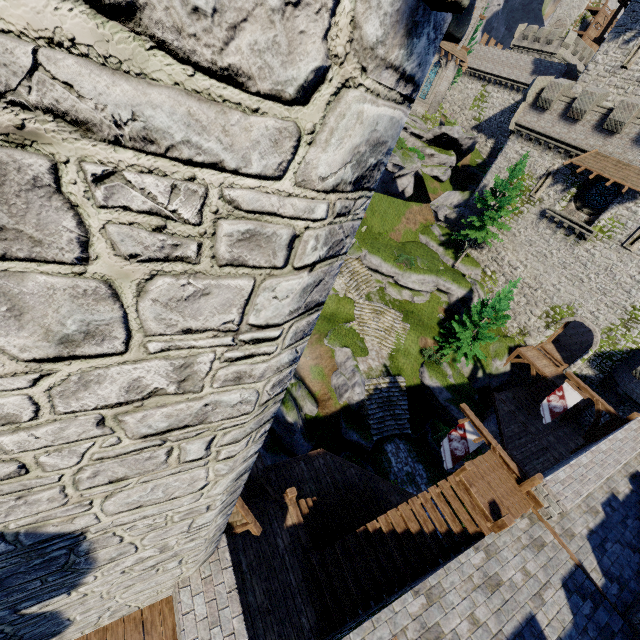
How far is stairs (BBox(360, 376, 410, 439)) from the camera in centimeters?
2253cm

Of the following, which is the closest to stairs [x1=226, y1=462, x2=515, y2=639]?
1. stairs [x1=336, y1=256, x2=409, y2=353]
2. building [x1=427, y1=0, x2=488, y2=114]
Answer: stairs [x1=336, y1=256, x2=409, y2=353]

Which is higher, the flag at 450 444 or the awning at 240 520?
the awning at 240 520

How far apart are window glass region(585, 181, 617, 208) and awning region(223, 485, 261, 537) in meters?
31.2 m

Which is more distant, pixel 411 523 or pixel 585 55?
pixel 585 55

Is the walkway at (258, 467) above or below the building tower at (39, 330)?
below

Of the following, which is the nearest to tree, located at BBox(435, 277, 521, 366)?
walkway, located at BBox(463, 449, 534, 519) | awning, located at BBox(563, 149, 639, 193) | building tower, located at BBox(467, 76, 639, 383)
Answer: building tower, located at BBox(467, 76, 639, 383)

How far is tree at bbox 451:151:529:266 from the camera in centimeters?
2664cm
